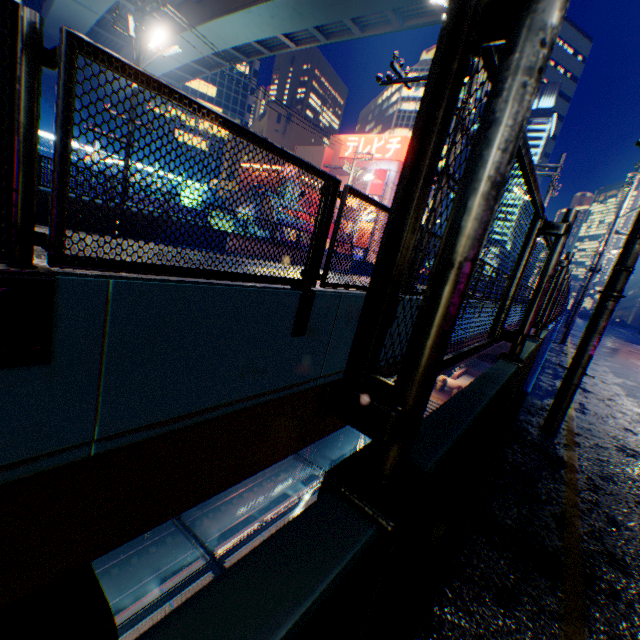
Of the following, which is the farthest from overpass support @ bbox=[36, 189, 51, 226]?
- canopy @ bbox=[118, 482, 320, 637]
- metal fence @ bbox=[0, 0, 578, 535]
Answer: canopy @ bbox=[118, 482, 320, 637]

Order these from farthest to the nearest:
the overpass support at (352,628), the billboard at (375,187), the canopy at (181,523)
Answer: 1. the billboard at (375,187)
2. the canopy at (181,523)
3. the overpass support at (352,628)

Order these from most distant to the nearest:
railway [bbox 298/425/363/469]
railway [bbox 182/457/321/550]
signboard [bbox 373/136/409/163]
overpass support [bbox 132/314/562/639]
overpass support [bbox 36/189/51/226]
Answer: signboard [bbox 373/136/409/163] < railway [bbox 298/425/363/469] < railway [bbox 182/457/321/550] < overpass support [bbox 36/189/51/226] < overpass support [bbox 132/314/562/639]

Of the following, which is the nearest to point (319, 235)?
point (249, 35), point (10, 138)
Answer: point (10, 138)

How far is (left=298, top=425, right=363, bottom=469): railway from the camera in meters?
31.0 m

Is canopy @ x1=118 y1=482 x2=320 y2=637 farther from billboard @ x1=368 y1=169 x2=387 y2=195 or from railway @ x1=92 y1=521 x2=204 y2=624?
billboard @ x1=368 y1=169 x2=387 y2=195

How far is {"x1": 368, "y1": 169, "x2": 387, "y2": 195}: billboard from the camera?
54.4m

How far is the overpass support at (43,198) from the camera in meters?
12.4
